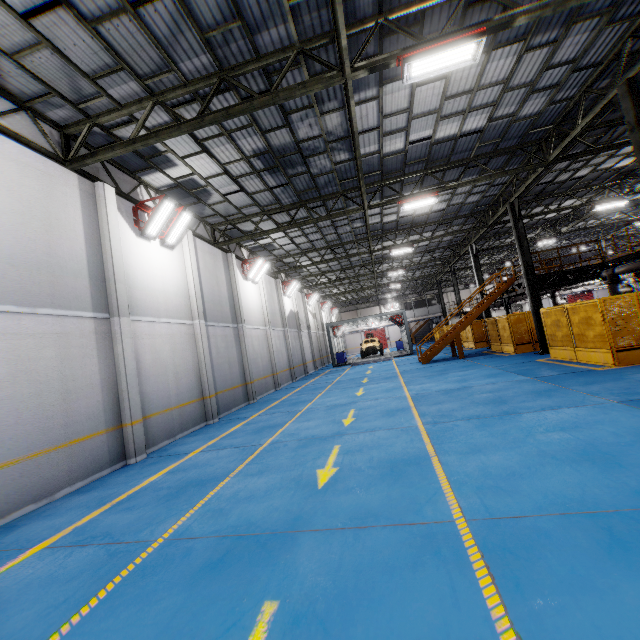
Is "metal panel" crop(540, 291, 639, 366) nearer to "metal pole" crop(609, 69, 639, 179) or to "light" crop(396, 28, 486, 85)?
"metal pole" crop(609, 69, 639, 179)

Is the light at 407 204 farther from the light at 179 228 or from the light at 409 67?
the light at 179 228

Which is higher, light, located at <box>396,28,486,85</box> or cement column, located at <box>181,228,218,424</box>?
light, located at <box>396,28,486,85</box>

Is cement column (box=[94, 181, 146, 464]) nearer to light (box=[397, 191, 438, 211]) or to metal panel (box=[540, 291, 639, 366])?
light (box=[397, 191, 438, 211])

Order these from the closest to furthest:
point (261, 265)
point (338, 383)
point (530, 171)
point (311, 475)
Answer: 1. point (311, 475)
2. point (530, 171)
3. point (338, 383)
4. point (261, 265)

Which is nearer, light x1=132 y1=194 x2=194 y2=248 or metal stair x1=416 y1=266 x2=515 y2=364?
light x1=132 y1=194 x2=194 y2=248

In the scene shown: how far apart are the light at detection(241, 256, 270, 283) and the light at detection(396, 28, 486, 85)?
12.80m

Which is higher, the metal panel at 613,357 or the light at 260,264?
the light at 260,264
